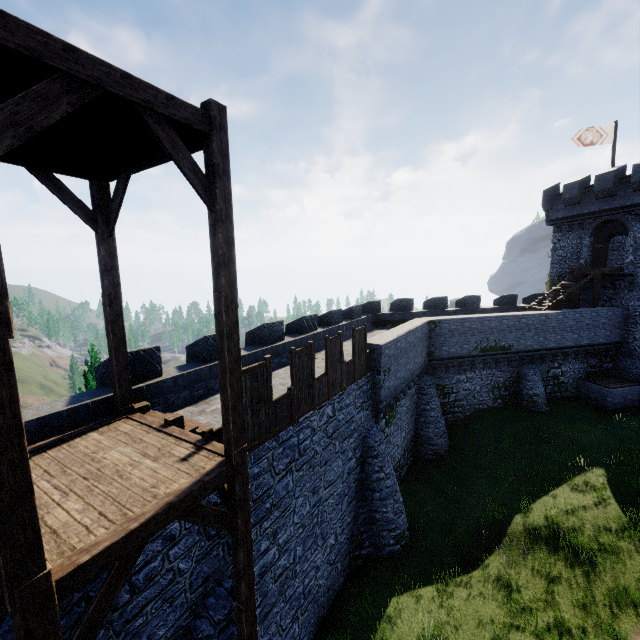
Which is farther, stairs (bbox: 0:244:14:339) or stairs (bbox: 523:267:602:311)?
stairs (bbox: 523:267:602:311)

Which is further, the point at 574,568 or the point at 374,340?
the point at 374,340

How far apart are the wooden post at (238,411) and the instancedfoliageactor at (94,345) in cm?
1288

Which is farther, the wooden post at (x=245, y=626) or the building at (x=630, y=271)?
the building at (x=630, y=271)

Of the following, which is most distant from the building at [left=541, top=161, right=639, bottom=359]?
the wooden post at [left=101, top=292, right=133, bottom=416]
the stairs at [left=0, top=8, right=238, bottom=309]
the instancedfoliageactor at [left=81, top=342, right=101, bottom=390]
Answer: the instancedfoliageactor at [left=81, top=342, right=101, bottom=390]

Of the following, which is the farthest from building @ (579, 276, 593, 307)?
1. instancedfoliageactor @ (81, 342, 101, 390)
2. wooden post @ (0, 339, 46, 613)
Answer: instancedfoliageactor @ (81, 342, 101, 390)

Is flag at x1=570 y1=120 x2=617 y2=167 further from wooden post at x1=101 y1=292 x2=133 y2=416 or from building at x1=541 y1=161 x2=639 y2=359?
wooden post at x1=101 y1=292 x2=133 y2=416

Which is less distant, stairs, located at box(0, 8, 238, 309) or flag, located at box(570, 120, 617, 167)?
stairs, located at box(0, 8, 238, 309)
